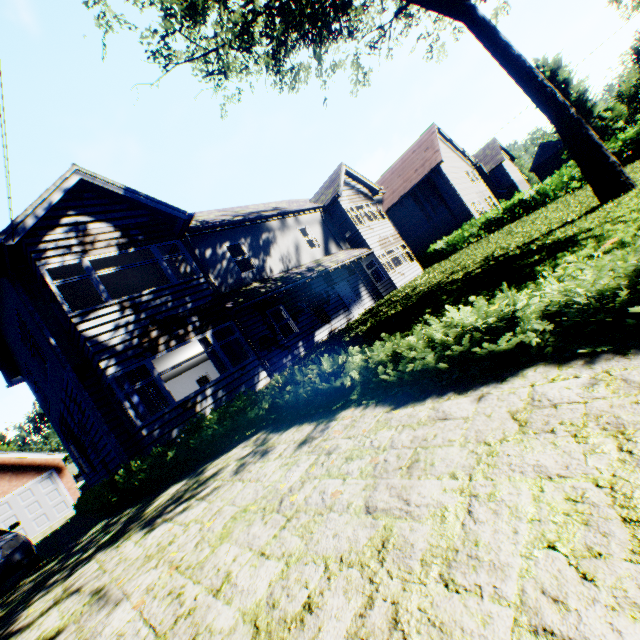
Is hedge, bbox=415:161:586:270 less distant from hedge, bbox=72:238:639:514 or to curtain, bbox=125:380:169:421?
curtain, bbox=125:380:169:421

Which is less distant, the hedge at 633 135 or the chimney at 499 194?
the hedge at 633 135

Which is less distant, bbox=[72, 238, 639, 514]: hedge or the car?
bbox=[72, 238, 639, 514]: hedge

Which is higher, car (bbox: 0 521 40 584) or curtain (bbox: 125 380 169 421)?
curtain (bbox: 125 380 169 421)

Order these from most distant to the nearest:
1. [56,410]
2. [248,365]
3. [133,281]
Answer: [133,281] < [56,410] < [248,365]

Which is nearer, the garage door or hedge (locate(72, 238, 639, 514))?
hedge (locate(72, 238, 639, 514))

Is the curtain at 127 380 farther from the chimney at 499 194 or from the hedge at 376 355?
the chimney at 499 194

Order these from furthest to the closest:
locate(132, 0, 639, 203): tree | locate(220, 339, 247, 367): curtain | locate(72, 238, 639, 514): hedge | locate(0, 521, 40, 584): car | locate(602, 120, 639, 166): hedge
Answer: locate(602, 120, 639, 166): hedge, locate(220, 339, 247, 367): curtain, locate(132, 0, 639, 203): tree, locate(0, 521, 40, 584): car, locate(72, 238, 639, 514): hedge
